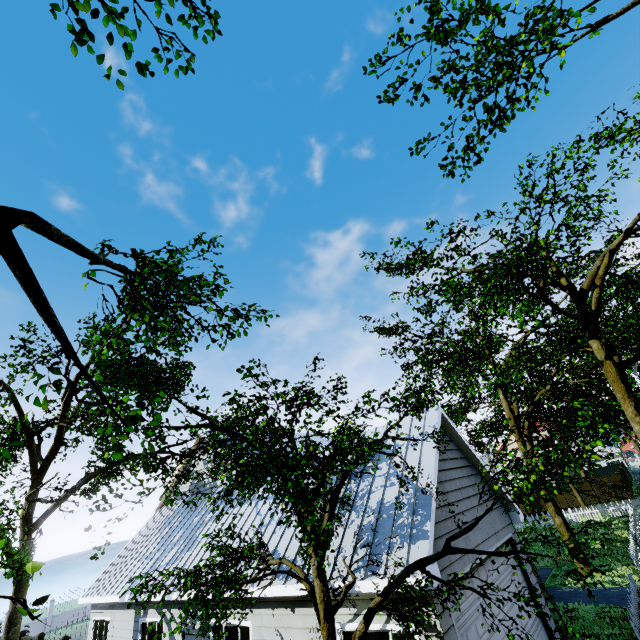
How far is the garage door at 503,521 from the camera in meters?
7.7 m

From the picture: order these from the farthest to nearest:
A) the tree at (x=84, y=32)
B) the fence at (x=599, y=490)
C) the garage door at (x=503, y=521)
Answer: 1. the fence at (x=599, y=490)
2. the garage door at (x=503, y=521)
3. the tree at (x=84, y=32)

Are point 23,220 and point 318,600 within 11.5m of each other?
yes

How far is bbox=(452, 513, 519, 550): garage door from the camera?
7.7m

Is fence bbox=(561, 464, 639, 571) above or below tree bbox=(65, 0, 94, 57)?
below

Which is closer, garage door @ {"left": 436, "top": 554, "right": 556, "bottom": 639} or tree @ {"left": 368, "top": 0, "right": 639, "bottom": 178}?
tree @ {"left": 368, "top": 0, "right": 639, "bottom": 178}

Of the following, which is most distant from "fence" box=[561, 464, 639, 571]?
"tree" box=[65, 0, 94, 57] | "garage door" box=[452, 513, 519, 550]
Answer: "garage door" box=[452, 513, 519, 550]

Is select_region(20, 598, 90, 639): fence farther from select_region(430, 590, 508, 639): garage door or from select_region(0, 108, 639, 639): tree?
select_region(430, 590, 508, 639): garage door
